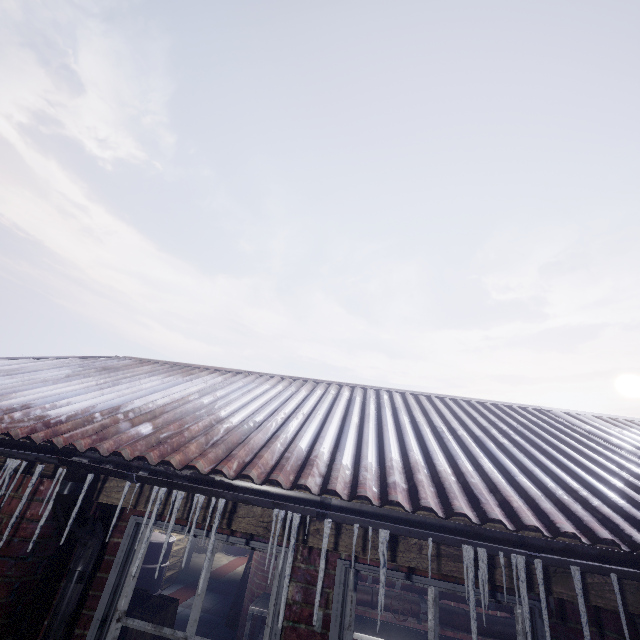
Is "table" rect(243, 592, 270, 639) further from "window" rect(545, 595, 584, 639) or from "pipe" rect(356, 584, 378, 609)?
"window" rect(545, 595, 584, 639)

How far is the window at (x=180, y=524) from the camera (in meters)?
1.66

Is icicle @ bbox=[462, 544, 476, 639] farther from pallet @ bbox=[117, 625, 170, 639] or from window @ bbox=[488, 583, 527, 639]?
pallet @ bbox=[117, 625, 170, 639]

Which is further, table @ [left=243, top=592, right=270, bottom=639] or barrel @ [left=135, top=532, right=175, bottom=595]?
barrel @ [left=135, top=532, right=175, bottom=595]

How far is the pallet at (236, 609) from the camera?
5.0 meters

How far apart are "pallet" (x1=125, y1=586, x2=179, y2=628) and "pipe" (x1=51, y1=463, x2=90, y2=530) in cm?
20

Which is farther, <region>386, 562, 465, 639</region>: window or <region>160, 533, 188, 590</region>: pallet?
<region>160, 533, 188, 590</region>: pallet

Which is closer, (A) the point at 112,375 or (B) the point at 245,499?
(B) the point at 245,499
